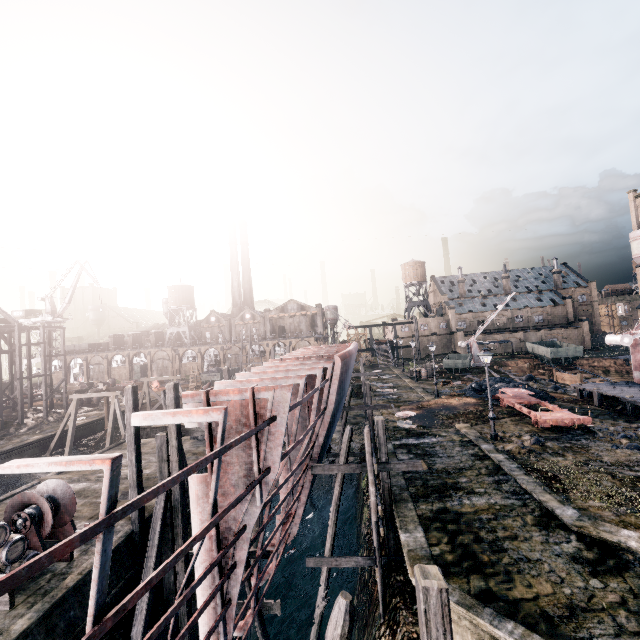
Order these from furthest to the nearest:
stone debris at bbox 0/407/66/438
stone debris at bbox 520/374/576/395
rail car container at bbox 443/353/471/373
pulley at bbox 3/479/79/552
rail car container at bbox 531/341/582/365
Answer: rail car container at bbox 531/341/582/365 → rail car container at bbox 443/353/471/373 → stone debris at bbox 0/407/66/438 → stone debris at bbox 520/374/576/395 → pulley at bbox 3/479/79/552

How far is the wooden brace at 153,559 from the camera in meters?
12.3 m

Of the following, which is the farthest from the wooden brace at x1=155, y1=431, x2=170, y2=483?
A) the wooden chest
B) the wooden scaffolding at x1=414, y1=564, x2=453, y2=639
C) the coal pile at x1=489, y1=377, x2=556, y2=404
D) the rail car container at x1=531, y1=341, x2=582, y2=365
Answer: the rail car container at x1=531, y1=341, x2=582, y2=365

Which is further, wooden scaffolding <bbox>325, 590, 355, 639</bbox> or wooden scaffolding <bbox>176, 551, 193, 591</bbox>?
wooden scaffolding <bbox>176, 551, 193, 591</bbox>

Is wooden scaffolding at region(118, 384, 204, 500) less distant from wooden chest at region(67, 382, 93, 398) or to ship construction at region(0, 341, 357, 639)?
ship construction at region(0, 341, 357, 639)

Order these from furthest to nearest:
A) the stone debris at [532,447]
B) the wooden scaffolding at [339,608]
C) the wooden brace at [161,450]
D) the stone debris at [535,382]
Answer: the stone debris at [535,382], the stone debris at [532,447], the wooden brace at [161,450], the wooden scaffolding at [339,608]

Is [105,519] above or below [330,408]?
above

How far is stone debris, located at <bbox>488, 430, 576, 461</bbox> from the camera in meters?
17.8 m
